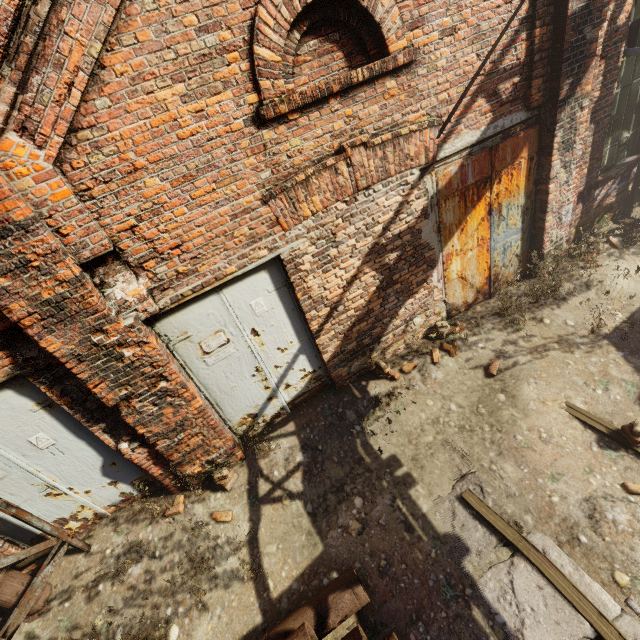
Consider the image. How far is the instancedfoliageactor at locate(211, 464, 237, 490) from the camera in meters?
4.4

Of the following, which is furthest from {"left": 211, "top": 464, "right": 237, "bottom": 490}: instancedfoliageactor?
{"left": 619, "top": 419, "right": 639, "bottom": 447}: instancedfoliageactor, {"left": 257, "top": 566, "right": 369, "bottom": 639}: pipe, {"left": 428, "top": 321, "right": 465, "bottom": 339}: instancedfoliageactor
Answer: {"left": 619, "top": 419, "right": 639, "bottom": 447}: instancedfoliageactor

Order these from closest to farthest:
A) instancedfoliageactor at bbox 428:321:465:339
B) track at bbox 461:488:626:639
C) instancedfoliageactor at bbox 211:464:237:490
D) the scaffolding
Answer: track at bbox 461:488:626:639, the scaffolding, instancedfoliageactor at bbox 211:464:237:490, instancedfoliageactor at bbox 428:321:465:339

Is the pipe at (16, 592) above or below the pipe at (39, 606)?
above

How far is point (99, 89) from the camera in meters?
2.6 m

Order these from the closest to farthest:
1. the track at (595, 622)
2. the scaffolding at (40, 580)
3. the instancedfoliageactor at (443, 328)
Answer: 1. the track at (595, 622)
2. the scaffolding at (40, 580)
3. the instancedfoliageactor at (443, 328)

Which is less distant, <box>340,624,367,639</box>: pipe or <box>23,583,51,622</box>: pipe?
<box>340,624,367,639</box>: pipe

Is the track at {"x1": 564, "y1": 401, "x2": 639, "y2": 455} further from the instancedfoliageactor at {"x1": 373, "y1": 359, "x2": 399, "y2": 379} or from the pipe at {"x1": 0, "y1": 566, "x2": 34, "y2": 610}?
the instancedfoliageactor at {"x1": 373, "y1": 359, "x2": 399, "y2": 379}
